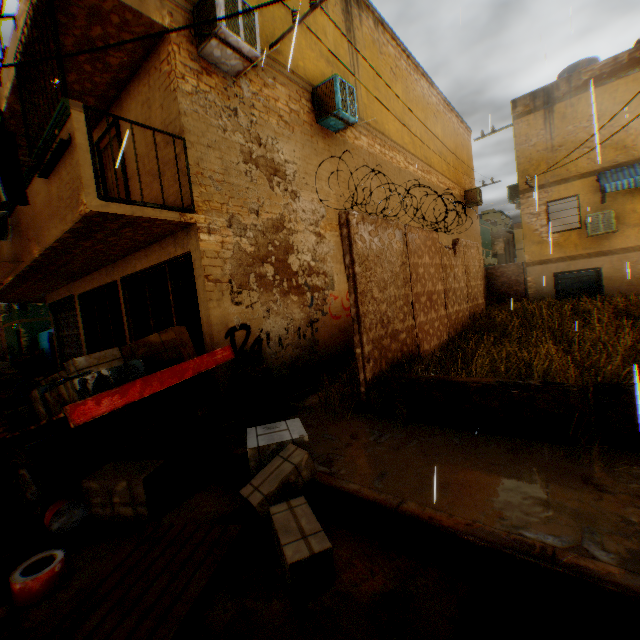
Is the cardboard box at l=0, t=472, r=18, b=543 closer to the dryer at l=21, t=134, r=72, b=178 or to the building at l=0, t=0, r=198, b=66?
the building at l=0, t=0, r=198, b=66

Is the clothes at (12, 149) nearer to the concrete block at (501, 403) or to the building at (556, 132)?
the building at (556, 132)

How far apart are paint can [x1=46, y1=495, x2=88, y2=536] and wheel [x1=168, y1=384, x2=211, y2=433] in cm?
173

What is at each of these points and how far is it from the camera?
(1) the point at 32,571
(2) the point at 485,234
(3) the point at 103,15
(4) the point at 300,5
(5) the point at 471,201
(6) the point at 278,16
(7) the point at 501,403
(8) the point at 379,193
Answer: (1) paint can, 2.77m
(2) building, 43.75m
(3) building, 4.66m
(4) building, 7.62m
(5) air conditioner, 17.36m
(6) building, 7.01m
(7) concrete block, 3.89m
(8) building, 10.05m

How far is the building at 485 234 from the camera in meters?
16.2

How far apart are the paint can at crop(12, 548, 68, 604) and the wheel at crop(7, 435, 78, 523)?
0.68m

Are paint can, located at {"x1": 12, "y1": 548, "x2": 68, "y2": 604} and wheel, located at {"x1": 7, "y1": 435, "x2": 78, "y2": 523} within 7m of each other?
yes

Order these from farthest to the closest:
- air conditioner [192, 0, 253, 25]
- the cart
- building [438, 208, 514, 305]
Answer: building [438, 208, 514, 305], air conditioner [192, 0, 253, 25], the cart
